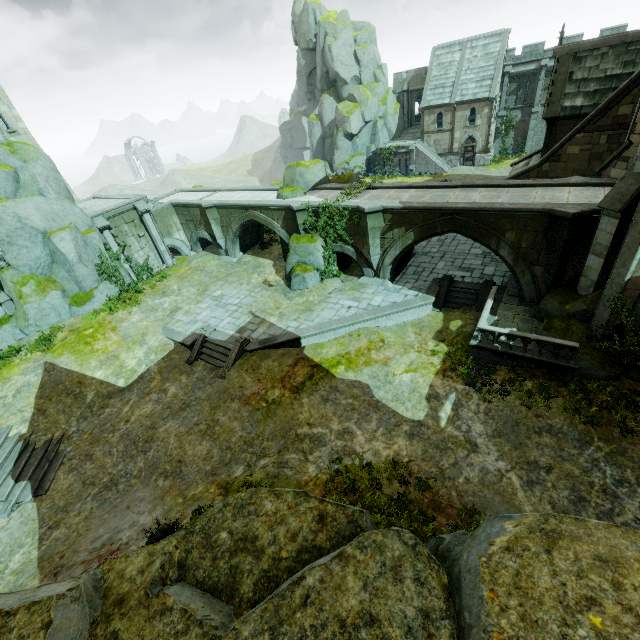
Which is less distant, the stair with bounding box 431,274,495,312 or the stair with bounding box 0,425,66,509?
the stair with bounding box 0,425,66,509

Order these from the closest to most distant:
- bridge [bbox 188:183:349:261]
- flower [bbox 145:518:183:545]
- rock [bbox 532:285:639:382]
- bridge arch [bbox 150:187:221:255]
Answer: flower [bbox 145:518:183:545]
rock [bbox 532:285:639:382]
bridge [bbox 188:183:349:261]
bridge arch [bbox 150:187:221:255]

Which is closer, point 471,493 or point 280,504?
point 280,504

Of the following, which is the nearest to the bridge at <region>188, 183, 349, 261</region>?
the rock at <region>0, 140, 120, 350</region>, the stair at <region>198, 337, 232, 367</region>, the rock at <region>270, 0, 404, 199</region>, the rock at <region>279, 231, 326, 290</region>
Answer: the rock at <region>279, 231, 326, 290</region>

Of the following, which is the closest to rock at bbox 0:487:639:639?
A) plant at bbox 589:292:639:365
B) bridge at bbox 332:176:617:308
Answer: plant at bbox 589:292:639:365

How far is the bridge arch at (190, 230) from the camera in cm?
2803

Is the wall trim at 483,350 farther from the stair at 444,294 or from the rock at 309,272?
the rock at 309,272

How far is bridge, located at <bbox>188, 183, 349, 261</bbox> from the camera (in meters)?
21.75
